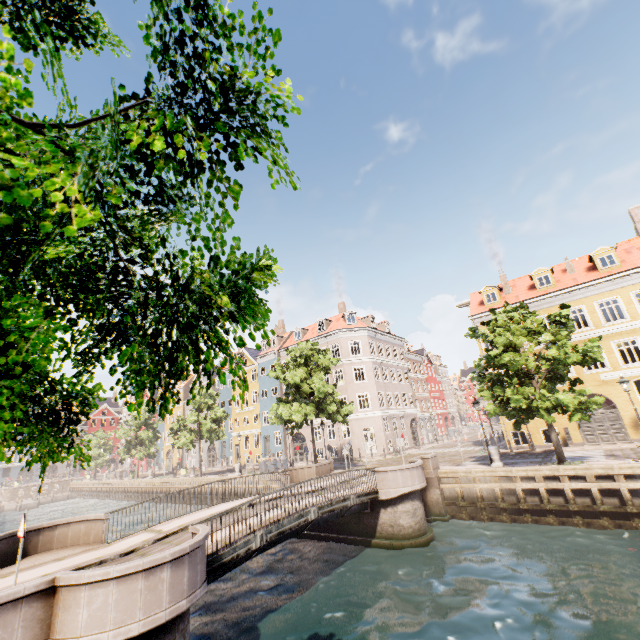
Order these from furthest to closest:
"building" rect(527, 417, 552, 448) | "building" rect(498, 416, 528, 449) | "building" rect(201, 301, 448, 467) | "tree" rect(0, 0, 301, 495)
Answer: "building" rect(201, 301, 448, 467) → "building" rect(498, 416, 528, 449) → "building" rect(527, 417, 552, 448) → "tree" rect(0, 0, 301, 495)

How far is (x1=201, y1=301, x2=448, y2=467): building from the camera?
34.84m

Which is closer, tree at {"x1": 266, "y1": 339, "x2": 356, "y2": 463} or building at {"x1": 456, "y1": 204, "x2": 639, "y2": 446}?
building at {"x1": 456, "y1": 204, "x2": 639, "y2": 446}

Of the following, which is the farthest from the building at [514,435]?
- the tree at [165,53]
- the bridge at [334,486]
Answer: the bridge at [334,486]

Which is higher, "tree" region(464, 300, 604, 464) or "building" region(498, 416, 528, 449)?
"tree" region(464, 300, 604, 464)

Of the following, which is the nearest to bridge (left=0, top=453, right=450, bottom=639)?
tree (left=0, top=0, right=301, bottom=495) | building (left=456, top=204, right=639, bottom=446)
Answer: tree (left=0, top=0, right=301, bottom=495)

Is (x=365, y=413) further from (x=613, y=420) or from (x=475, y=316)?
(x=613, y=420)
